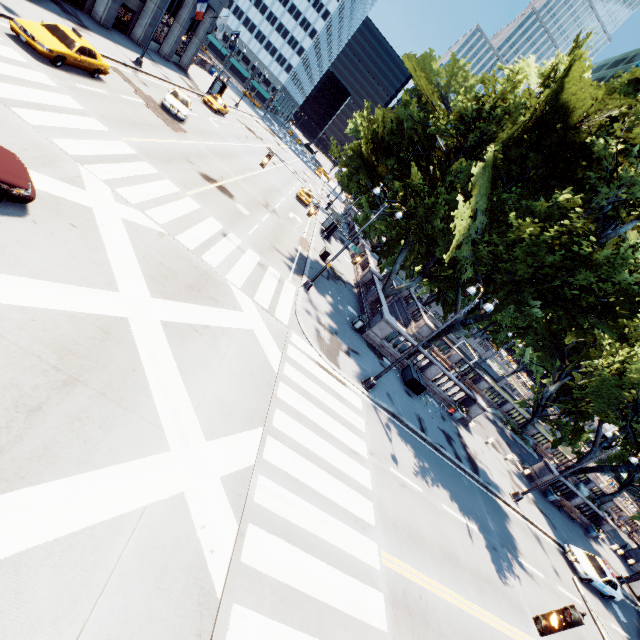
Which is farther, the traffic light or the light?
the light

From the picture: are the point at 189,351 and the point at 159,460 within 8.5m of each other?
yes

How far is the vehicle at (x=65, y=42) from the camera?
15.2m

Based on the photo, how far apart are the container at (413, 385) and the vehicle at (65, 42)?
26.1m

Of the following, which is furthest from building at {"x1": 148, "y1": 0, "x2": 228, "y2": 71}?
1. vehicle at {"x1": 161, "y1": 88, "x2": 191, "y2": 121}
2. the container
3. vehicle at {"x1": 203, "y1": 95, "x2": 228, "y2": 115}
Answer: the container

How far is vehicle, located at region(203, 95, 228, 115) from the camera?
37.7m

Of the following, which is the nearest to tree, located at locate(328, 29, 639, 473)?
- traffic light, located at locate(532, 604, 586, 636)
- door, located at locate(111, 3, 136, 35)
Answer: traffic light, located at locate(532, 604, 586, 636)

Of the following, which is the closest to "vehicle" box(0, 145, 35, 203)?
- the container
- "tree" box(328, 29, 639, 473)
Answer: "tree" box(328, 29, 639, 473)
